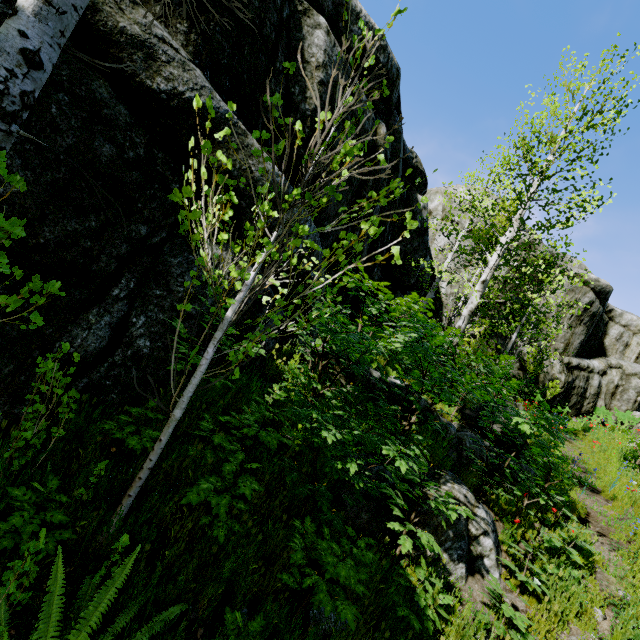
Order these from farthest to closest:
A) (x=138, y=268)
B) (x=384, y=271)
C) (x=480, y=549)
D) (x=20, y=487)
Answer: (x=384, y=271), (x=480, y=549), (x=138, y=268), (x=20, y=487)

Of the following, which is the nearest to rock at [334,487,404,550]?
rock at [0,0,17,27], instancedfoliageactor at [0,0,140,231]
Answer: instancedfoliageactor at [0,0,140,231]

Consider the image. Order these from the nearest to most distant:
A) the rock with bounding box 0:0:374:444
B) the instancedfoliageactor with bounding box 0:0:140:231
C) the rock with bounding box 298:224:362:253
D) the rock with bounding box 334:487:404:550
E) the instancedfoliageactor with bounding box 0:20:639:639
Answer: the instancedfoliageactor with bounding box 0:0:140:231 < the instancedfoliageactor with bounding box 0:20:639:639 < the rock with bounding box 0:0:374:444 < the rock with bounding box 334:487:404:550 < the rock with bounding box 298:224:362:253

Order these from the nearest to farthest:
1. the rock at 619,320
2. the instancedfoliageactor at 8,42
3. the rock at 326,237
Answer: the instancedfoliageactor at 8,42 → the rock at 326,237 → the rock at 619,320

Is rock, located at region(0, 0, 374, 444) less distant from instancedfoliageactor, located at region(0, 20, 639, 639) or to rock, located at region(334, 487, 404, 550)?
instancedfoliageactor, located at region(0, 20, 639, 639)

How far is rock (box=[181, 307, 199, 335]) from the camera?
3.72m

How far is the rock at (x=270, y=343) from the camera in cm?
441

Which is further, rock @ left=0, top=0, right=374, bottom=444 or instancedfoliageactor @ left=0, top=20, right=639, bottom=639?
rock @ left=0, top=0, right=374, bottom=444
